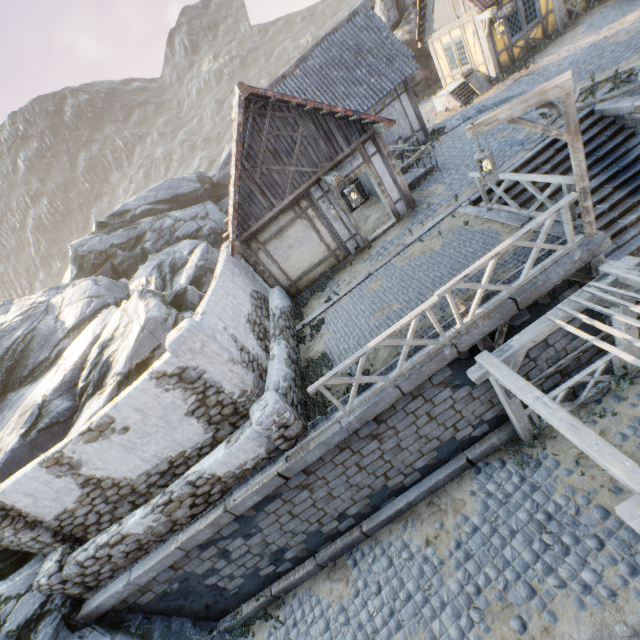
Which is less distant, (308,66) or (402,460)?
(402,460)

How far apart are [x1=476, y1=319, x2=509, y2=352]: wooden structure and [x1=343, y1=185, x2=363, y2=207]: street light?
4.99m

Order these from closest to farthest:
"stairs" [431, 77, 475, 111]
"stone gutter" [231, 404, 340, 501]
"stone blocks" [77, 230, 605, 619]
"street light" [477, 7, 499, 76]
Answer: "stone blocks" [77, 230, 605, 619], "stone gutter" [231, 404, 340, 501], "street light" [477, 7, 499, 76], "stairs" [431, 77, 475, 111]

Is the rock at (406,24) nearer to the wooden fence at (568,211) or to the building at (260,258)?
the building at (260,258)

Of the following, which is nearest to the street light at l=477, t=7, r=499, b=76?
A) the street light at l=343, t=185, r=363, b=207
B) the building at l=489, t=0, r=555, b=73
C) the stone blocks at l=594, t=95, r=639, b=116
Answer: the building at l=489, t=0, r=555, b=73

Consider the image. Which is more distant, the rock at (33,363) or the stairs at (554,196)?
the rock at (33,363)

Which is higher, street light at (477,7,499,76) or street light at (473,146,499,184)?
street light at (477,7,499,76)

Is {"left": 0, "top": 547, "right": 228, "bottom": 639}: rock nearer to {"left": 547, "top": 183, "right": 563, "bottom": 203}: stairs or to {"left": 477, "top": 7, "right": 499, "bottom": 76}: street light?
{"left": 477, "top": 7, "right": 499, "bottom": 76}: street light
